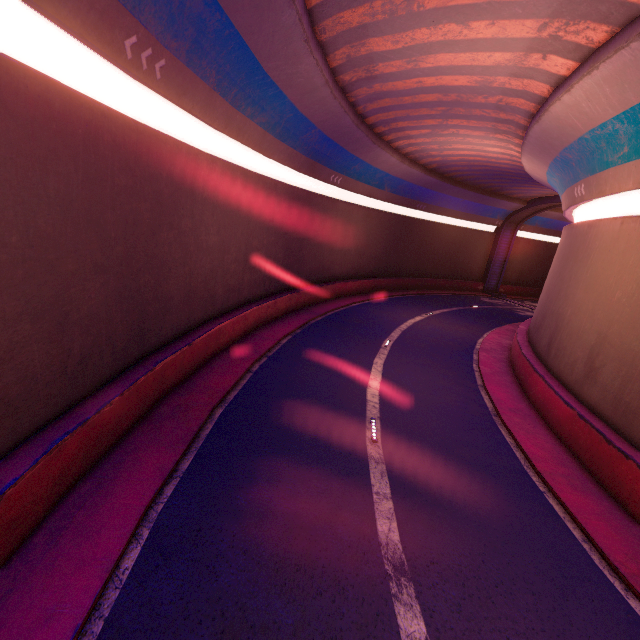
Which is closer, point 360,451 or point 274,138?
point 360,451
